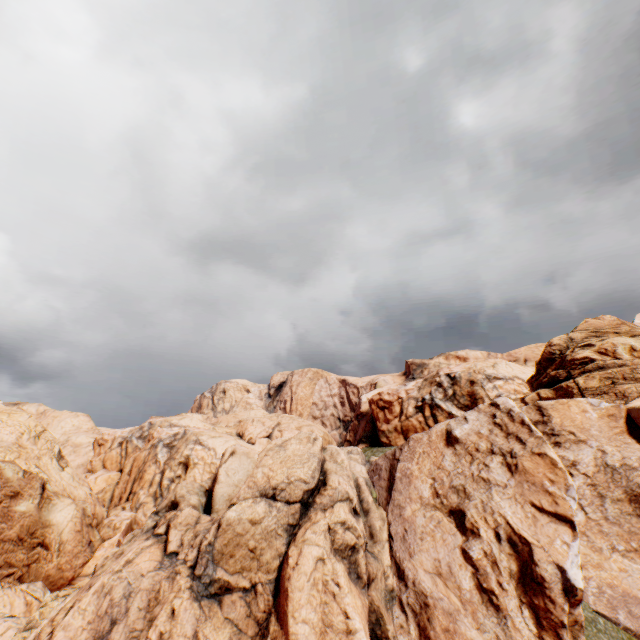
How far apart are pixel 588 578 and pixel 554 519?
1.9m
